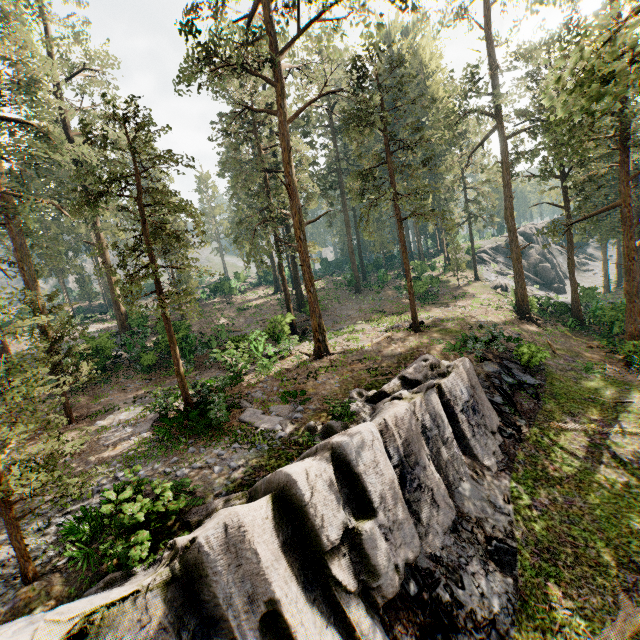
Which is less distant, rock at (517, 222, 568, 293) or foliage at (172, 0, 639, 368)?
foliage at (172, 0, 639, 368)

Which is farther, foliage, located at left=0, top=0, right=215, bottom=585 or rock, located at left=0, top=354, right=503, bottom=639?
foliage, located at left=0, top=0, right=215, bottom=585

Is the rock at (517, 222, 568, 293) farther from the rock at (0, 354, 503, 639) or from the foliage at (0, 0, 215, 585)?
the rock at (0, 354, 503, 639)

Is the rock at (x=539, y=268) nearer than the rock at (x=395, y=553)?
No

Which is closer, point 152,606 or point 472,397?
point 152,606

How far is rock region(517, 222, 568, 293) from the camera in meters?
47.5

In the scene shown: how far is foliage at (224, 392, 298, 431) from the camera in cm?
1330

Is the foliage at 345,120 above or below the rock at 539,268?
above
